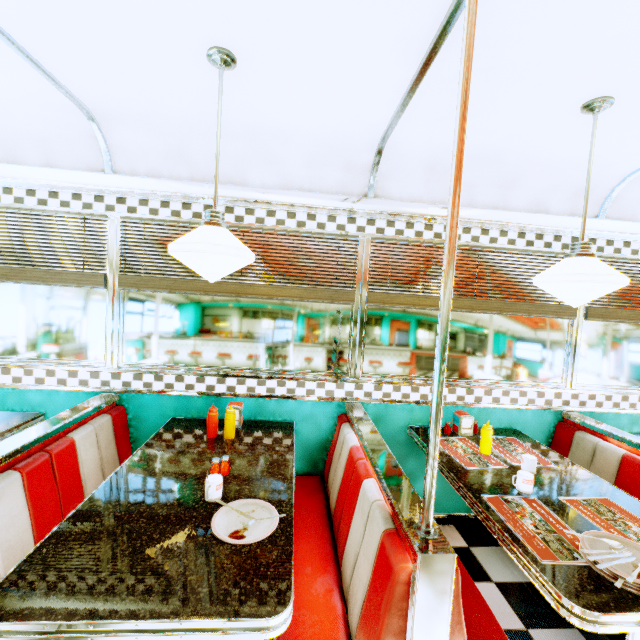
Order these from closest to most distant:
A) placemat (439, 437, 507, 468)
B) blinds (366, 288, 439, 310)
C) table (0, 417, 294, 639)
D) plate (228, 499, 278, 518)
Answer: table (0, 417, 294, 639) < plate (228, 499, 278, 518) < placemat (439, 437, 507, 468) < blinds (366, 288, 439, 310)

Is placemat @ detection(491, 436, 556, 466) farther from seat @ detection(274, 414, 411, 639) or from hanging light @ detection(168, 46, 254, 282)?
hanging light @ detection(168, 46, 254, 282)

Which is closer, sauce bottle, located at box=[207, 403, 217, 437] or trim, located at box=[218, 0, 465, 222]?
trim, located at box=[218, 0, 465, 222]

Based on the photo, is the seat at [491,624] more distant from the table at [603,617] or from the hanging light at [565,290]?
the hanging light at [565,290]

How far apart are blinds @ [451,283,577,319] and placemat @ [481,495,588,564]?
1.4m

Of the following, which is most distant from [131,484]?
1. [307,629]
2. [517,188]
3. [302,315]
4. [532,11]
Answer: [517,188]

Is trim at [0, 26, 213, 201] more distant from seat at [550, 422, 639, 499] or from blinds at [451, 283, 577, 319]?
seat at [550, 422, 639, 499]

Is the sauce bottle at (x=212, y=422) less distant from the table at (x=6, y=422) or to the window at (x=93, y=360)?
the window at (x=93, y=360)
